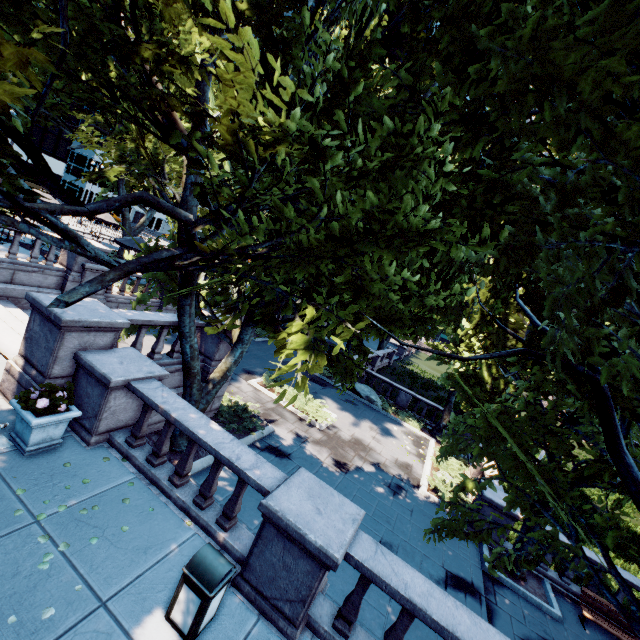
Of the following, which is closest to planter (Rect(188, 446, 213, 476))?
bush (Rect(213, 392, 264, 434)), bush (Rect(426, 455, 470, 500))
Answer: bush (Rect(213, 392, 264, 434))

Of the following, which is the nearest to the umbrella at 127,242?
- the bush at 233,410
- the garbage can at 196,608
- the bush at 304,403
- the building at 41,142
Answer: the bush at 304,403

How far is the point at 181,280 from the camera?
8.3m

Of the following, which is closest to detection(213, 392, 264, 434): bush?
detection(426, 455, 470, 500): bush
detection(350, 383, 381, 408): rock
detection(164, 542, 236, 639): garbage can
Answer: detection(164, 542, 236, 639): garbage can

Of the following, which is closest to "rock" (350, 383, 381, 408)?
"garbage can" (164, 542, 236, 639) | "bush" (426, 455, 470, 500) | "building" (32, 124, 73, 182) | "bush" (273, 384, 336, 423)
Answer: "bush" (426, 455, 470, 500)

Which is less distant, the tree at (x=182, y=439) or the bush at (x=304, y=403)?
the tree at (x=182, y=439)

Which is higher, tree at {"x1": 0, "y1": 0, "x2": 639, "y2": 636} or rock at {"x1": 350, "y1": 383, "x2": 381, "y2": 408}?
tree at {"x1": 0, "y1": 0, "x2": 639, "y2": 636}

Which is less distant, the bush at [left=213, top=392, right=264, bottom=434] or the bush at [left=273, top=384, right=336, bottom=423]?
the bush at [left=213, top=392, right=264, bottom=434]
